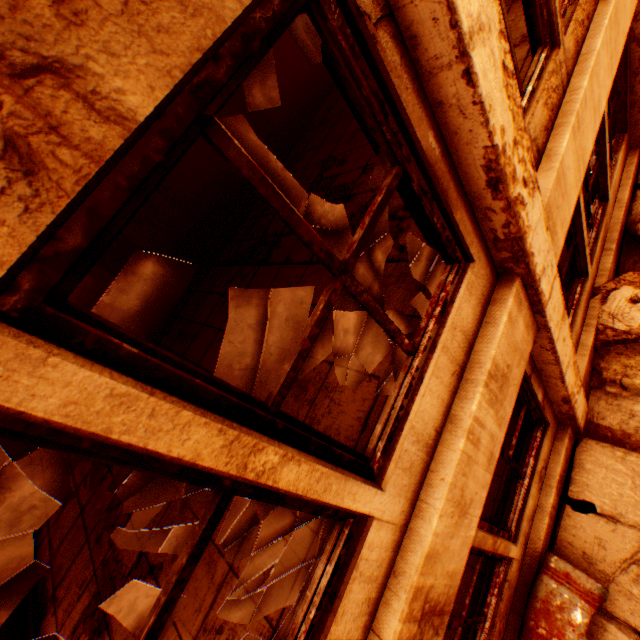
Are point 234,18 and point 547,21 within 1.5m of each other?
no

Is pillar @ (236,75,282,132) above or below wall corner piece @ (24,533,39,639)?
above

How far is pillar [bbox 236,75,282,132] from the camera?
8.2m

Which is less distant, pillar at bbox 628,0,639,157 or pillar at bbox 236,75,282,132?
pillar at bbox 628,0,639,157

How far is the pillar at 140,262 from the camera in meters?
8.9 m

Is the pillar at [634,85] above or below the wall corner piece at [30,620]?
below

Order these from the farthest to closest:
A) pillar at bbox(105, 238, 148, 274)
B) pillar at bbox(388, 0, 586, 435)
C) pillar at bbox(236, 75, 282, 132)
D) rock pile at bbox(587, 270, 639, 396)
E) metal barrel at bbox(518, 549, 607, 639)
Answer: pillar at bbox(105, 238, 148, 274) < pillar at bbox(236, 75, 282, 132) < rock pile at bbox(587, 270, 639, 396) < metal barrel at bbox(518, 549, 607, 639) < pillar at bbox(388, 0, 586, 435)

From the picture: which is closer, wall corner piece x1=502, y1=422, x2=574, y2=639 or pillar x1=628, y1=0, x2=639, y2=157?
wall corner piece x1=502, y1=422, x2=574, y2=639
